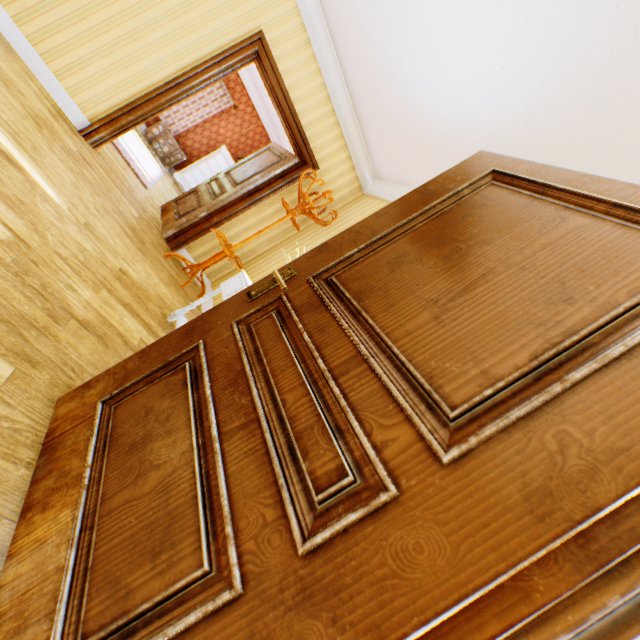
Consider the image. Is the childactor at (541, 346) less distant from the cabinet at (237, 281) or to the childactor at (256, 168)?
the cabinet at (237, 281)

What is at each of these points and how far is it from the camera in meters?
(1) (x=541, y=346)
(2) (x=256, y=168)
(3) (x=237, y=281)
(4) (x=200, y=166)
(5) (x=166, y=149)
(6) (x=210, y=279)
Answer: (1) childactor, 0.8
(2) childactor, 5.0
(3) cabinet, 2.9
(4) cabinet, 8.5
(5) suitcase, 8.4
(6) building, 5.0

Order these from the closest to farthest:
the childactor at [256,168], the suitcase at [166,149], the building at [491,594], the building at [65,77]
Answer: the building at [491,594]
the building at [65,77]
the childactor at [256,168]
the suitcase at [166,149]

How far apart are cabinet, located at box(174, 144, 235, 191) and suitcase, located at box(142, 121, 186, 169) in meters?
0.2

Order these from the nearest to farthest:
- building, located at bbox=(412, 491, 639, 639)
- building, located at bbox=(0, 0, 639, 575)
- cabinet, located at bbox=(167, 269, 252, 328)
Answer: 1. building, located at bbox=(412, 491, 639, 639)
2. building, located at bbox=(0, 0, 639, 575)
3. cabinet, located at bbox=(167, 269, 252, 328)

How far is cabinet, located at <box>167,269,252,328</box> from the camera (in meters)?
2.72

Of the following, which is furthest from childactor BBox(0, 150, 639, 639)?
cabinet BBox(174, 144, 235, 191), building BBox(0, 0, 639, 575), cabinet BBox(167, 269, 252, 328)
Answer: cabinet BBox(174, 144, 235, 191)

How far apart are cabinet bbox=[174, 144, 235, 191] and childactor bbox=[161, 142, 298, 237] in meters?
3.6
